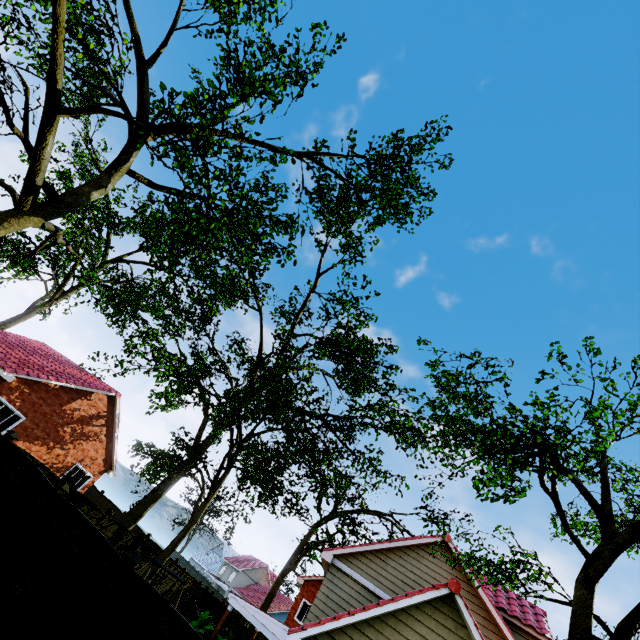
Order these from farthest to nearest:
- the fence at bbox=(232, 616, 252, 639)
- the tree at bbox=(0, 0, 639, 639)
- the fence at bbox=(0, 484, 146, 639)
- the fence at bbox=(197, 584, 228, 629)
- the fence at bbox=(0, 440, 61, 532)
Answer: the fence at bbox=(197, 584, 228, 629)
the fence at bbox=(232, 616, 252, 639)
the fence at bbox=(0, 440, 61, 532)
the fence at bbox=(0, 484, 146, 639)
the tree at bbox=(0, 0, 639, 639)

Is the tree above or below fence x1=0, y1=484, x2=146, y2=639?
above

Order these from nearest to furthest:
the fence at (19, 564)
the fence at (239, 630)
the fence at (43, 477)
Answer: the fence at (19, 564) < the fence at (43, 477) < the fence at (239, 630)

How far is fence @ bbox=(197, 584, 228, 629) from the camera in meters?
21.2

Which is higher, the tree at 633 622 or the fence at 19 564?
the tree at 633 622

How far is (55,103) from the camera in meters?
5.5 m

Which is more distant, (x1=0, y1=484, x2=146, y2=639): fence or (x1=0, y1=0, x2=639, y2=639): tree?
(x1=0, y1=484, x2=146, y2=639): fence
